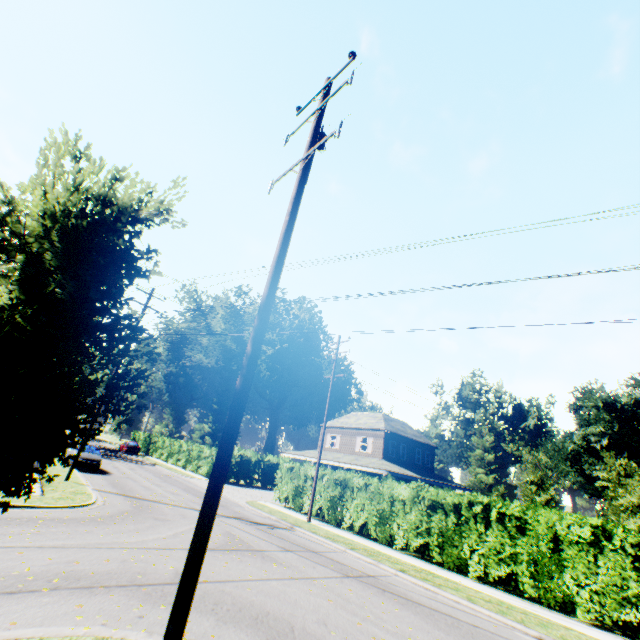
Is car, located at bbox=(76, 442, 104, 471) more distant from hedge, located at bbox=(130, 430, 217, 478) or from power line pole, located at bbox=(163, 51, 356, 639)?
power line pole, located at bbox=(163, 51, 356, 639)

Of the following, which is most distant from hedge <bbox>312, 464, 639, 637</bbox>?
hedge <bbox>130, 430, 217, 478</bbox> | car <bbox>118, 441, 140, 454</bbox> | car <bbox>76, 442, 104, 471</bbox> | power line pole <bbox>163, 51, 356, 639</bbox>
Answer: car <bbox>118, 441, 140, 454</bbox>

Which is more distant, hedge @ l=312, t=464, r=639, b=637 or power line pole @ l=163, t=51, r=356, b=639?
hedge @ l=312, t=464, r=639, b=637

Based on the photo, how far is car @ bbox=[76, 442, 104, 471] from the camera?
21.8 meters

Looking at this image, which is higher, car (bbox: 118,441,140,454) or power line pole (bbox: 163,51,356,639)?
power line pole (bbox: 163,51,356,639)

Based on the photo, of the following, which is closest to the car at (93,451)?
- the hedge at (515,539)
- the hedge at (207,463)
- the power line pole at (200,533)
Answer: the hedge at (207,463)

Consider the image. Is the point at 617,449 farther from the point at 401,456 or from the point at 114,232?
the point at 114,232

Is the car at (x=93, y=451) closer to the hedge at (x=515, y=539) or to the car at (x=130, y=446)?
the hedge at (x=515, y=539)
